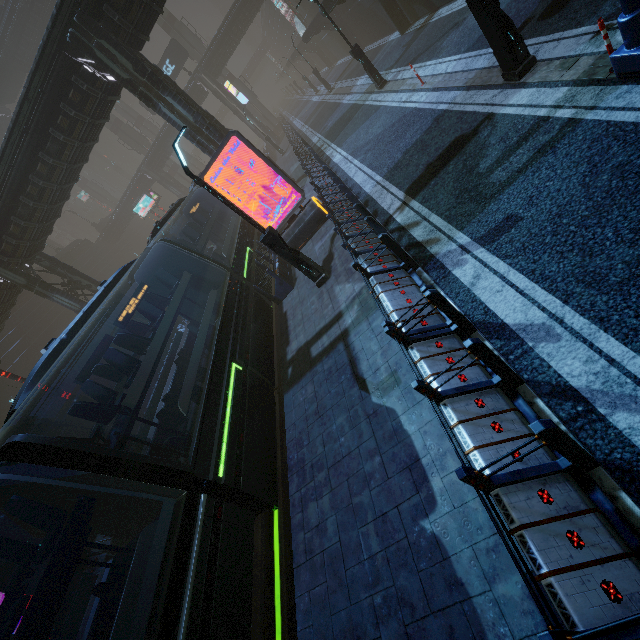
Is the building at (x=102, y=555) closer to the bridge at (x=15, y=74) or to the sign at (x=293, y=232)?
the sign at (x=293, y=232)

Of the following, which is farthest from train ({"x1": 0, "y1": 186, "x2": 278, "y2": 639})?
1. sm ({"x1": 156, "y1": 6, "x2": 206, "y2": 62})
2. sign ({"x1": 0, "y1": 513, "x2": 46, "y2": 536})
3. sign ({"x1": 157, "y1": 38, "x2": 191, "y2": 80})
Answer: sign ({"x1": 157, "y1": 38, "x2": 191, "y2": 80})

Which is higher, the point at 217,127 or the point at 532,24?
the point at 217,127

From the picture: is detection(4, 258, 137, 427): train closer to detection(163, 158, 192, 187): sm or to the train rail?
the train rail

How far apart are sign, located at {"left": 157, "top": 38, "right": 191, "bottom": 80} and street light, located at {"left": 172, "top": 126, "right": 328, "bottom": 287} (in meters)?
37.43

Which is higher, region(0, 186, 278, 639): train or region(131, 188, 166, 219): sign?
region(131, 188, 166, 219): sign

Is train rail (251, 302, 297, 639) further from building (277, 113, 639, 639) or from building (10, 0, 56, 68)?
building (10, 0, 56, 68)

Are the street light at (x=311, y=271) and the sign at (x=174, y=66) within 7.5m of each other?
no
